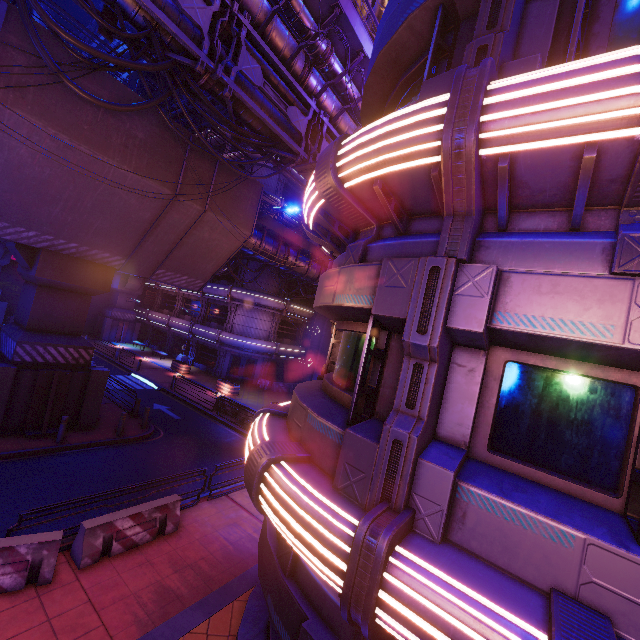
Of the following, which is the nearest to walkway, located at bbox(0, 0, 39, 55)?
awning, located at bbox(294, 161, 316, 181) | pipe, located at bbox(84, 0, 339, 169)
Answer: pipe, located at bbox(84, 0, 339, 169)

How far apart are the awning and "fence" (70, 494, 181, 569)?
11.74m

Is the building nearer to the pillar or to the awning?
the pillar

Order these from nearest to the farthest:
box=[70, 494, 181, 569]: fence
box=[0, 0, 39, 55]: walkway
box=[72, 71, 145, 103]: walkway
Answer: box=[70, 494, 181, 569]: fence
box=[0, 0, 39, 55]: walkway
box=[72, 71, 145, 103]: walkway

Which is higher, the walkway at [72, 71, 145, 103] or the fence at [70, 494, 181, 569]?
the walkway at [72, 71, 145, 103]

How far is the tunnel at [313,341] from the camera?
37.0m

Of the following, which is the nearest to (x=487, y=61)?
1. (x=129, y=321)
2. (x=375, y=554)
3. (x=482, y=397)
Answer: (x=482, y=397)

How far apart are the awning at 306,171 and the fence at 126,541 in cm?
1174
